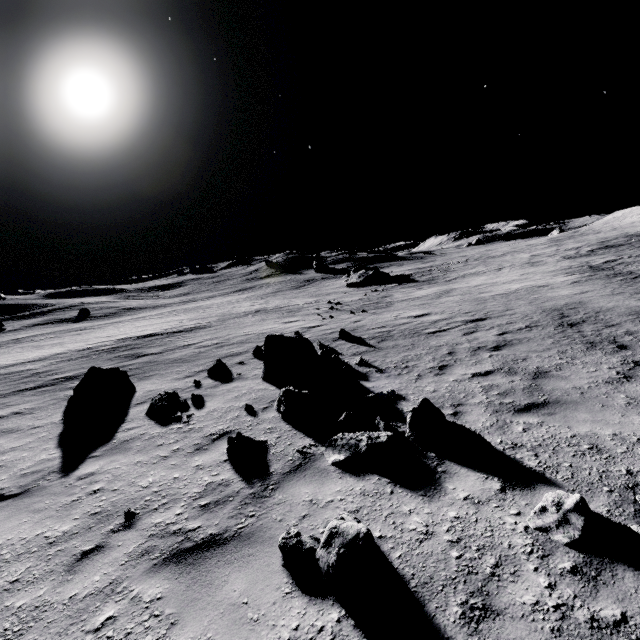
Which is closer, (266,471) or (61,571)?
(61,571)

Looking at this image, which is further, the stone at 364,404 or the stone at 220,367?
the stone at 220,367

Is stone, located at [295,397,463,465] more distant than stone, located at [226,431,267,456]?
No

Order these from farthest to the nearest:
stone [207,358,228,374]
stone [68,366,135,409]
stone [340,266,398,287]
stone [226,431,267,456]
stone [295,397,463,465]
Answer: stone [340,266,398,287] → stone [207,358,228,374] → stone [68,366,135,409] → stone [226,431,267,456] → stone [295,397,463,465]

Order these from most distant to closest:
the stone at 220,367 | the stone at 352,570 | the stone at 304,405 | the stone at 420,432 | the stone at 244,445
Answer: the stone at 220,367 → the stone at 304,405 → the stone at 244,445 → the stone at 420,432 → the stone at 352,570

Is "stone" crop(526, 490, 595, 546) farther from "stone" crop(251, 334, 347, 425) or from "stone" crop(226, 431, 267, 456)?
"stone" crop(251, 334, 347, 425)

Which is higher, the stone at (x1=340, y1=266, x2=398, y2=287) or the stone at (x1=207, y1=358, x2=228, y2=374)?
the stone at (x1=340, y1=266, x2=398, y2=287)

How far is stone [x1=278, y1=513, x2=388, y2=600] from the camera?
2.8 meters
